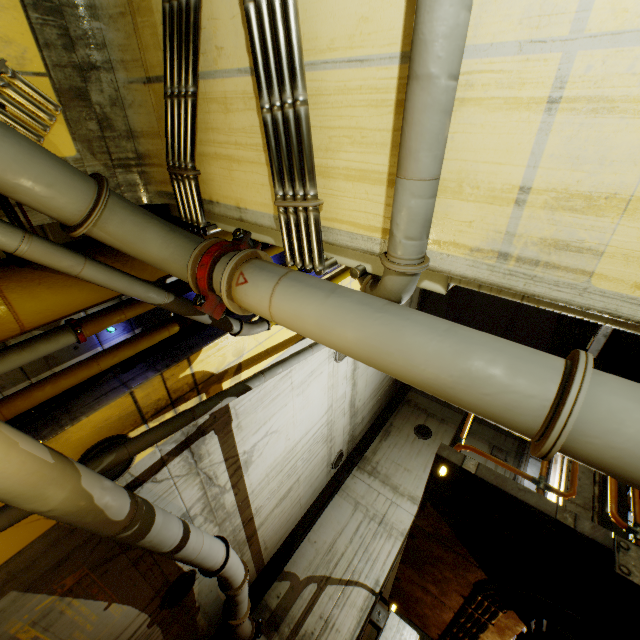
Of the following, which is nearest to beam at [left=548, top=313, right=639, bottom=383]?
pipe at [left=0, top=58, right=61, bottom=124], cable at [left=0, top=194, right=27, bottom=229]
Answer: cable at [left=0, top=194, right=27, bottom=229]

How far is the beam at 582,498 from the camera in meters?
6.0

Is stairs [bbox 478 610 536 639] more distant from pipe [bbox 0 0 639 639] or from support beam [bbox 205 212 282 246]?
support beam [bbox 205 212 282 246]

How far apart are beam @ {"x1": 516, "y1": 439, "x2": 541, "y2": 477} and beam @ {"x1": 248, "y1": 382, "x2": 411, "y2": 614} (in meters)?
5.62

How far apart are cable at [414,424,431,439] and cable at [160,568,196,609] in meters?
10.7 m

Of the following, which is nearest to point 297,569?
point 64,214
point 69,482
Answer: point 69,482

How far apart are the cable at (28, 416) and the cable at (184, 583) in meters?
5.2 m

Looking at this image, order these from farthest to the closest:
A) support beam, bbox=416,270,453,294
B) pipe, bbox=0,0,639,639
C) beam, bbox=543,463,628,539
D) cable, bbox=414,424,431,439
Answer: cable, bbox=414,424,431,439 < beam, bbox=543,463,628,539 < support beam, bbox=416,270,453,294 < pipe, bbox=0,0,639,639
